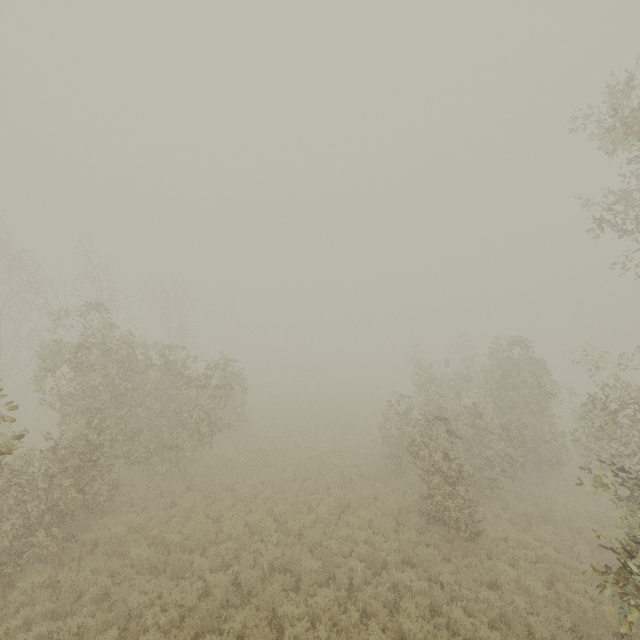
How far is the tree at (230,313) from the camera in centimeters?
4927cm

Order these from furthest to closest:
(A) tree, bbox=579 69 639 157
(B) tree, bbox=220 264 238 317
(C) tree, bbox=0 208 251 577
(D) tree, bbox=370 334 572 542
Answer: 1. (B) tree, bbox=220 264 238 317
2. (D) tree, bbox=370 334 572 542
3. (C) tree, bbox=0 208 251 577
4. (A) tree, bbox=579 69 639 157

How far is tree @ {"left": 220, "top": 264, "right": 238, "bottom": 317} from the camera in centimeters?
4927cm

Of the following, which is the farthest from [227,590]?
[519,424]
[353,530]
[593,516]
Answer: [593,516]

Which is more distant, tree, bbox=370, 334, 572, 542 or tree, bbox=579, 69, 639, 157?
tree, bbox=370, 334, 572, 542

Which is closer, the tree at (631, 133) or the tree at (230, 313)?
the tree at (631, 133)

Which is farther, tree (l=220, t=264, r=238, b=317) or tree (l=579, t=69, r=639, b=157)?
tree (l=220, t=264, r=238, b=317)
